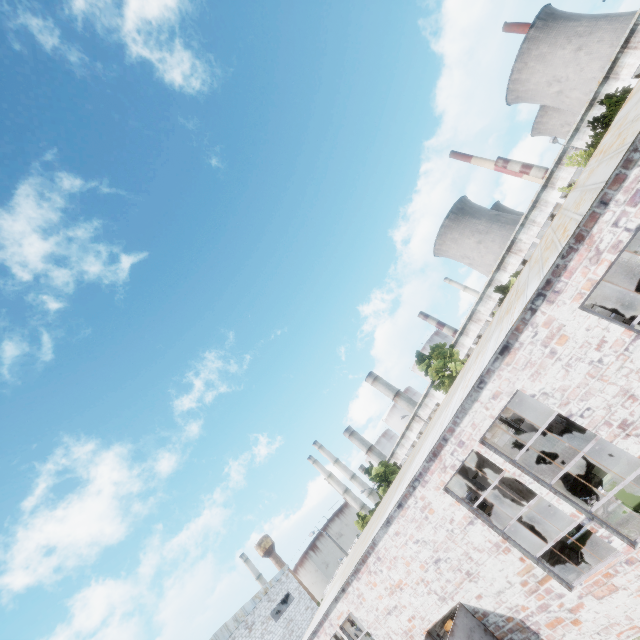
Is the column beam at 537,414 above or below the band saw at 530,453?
above

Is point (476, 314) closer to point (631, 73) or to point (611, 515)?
point (631, 73)

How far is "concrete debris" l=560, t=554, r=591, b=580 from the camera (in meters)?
9.00

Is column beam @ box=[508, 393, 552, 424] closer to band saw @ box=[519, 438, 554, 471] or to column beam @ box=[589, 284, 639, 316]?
band saw @ box=[519, 438, 554, 471]

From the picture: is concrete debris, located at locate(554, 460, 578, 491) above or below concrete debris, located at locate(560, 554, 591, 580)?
above

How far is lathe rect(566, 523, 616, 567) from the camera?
7.55m

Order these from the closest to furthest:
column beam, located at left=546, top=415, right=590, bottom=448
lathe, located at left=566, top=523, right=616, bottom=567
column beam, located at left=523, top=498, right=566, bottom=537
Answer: lathe, located at left=566, top=523, right=616, bottom=567
column beam, located at left=523, top=498, right=566, bottom=537
column beam, located at left=546, top=415, right=590, bottom=448

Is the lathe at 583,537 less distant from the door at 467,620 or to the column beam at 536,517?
the column beam at 536,517
